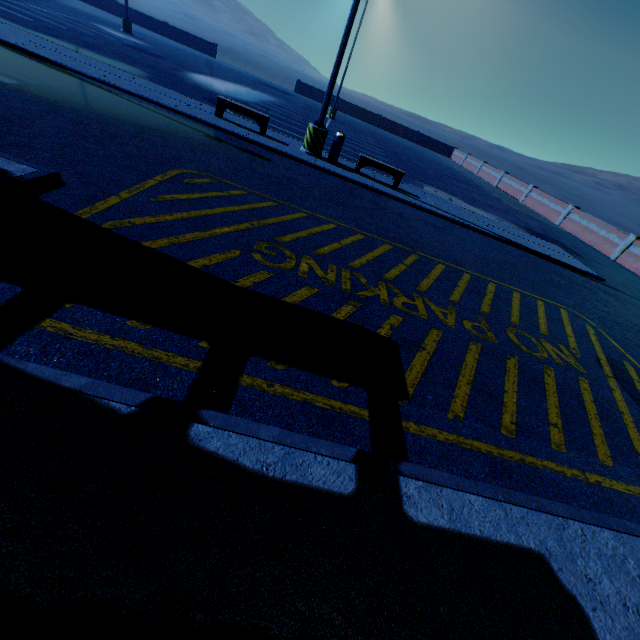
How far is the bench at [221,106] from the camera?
10.91m

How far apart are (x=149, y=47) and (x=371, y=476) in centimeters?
3307cm

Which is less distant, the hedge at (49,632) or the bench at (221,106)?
the hedge at (49,632)

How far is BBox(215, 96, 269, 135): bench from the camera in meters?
10.9

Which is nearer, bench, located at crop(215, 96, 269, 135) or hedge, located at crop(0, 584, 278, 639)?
hedge, located at crop(0, 584, 278, 639)

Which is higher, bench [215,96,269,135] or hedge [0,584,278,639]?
hedge [0,584,278,639]
